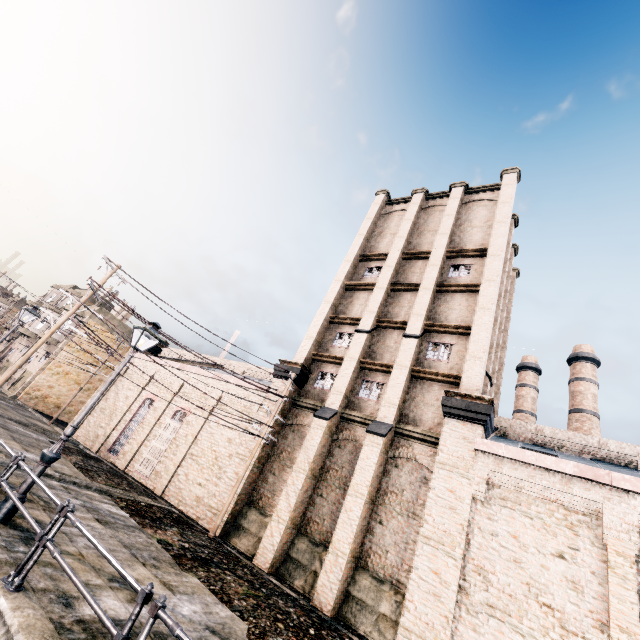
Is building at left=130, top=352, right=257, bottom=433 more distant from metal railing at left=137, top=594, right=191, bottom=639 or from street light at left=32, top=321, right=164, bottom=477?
metal railing at left=137, top=594, right=191, bottom=639

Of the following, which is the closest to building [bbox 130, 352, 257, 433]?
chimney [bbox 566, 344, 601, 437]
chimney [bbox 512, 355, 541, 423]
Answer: chimney [bbox 512, 355, 541, 423]

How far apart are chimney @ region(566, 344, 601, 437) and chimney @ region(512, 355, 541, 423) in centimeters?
253cm

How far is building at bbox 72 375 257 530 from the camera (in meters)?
18.17

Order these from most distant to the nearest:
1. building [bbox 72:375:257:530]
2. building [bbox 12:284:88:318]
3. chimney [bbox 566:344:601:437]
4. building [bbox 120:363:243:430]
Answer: building [bbox 12:284:88:318], chimney [bbox 566:344:601:437], building [bbox 120:363:243:430], building [bbox 72:375:257:530]

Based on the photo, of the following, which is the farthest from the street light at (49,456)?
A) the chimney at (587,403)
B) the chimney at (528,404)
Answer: the chimney at (587,403)

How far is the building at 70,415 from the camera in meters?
29.0 m

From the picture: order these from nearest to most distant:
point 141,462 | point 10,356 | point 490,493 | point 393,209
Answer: point 490,493 → point 141,462 → point 393,209 → point 10,356
